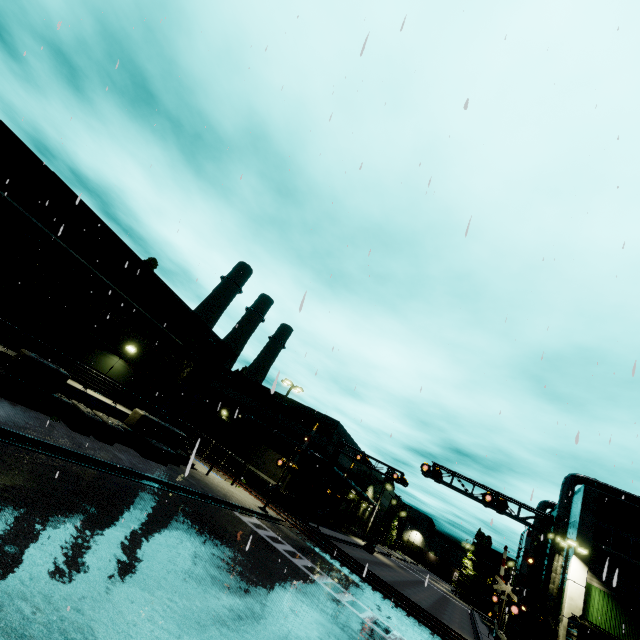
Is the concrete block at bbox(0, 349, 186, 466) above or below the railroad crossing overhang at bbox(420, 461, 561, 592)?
below

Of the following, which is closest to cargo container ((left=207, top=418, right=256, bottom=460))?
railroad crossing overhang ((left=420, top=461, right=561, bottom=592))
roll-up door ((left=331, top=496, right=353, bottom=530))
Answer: railroad crossing overhang ((left=420, top=461, right=561, bottom=592))

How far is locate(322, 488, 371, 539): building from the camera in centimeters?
4442cm

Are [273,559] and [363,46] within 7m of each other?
no

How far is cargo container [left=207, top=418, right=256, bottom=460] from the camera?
35.8 meters

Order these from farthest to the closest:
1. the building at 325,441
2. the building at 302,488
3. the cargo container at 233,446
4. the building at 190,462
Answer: the building at 325,441 < the cargo container at 233,446 < the building at 302,488 < the building at 190,462

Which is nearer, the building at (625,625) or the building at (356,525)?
the building at (625,625)
